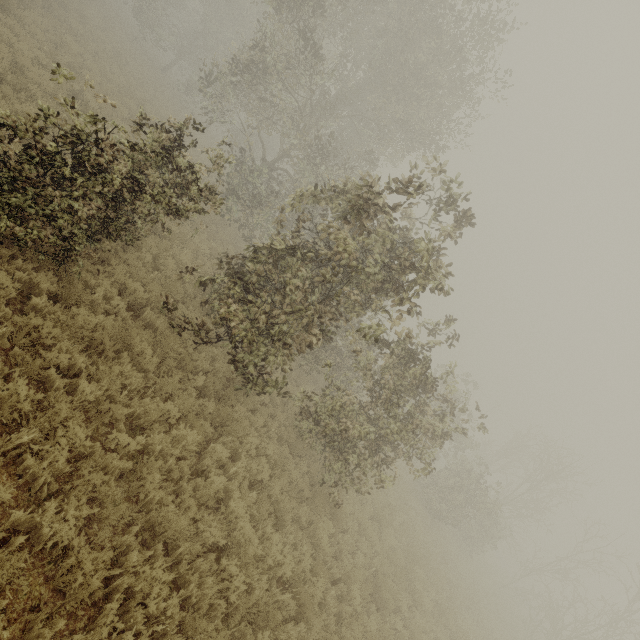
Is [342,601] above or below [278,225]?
below
